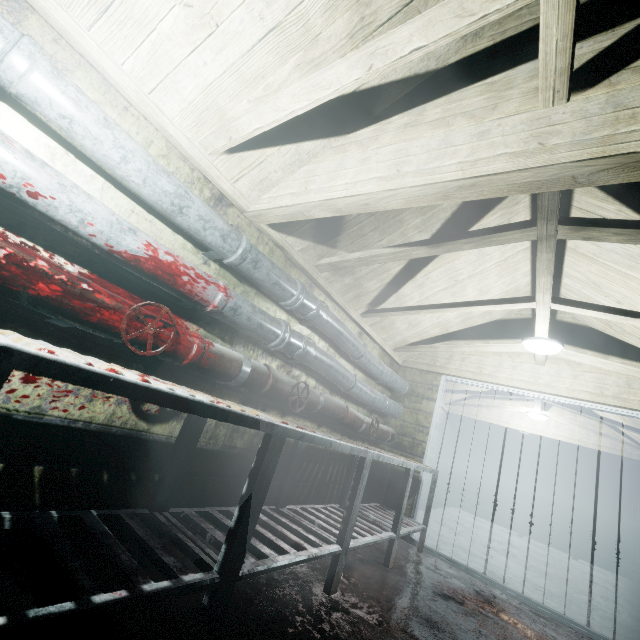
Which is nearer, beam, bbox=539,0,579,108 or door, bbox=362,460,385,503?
beam, bbox=539,0,579,108

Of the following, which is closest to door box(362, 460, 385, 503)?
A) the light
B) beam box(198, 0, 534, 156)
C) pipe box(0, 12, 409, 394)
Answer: pipe box(0, 12, 409, 394)

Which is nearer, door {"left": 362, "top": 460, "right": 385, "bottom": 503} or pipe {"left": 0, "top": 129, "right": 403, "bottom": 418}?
pipe {"left": 0, "top": 129, "right": 403, "bottom": 418}

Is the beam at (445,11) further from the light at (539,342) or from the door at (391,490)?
the door at (391,490)

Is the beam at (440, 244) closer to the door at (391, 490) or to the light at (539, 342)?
the light at (539, 342)

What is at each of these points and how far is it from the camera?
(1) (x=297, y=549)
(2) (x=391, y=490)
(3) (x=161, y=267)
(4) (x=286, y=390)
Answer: (1) table, 1.77m
(2) door, 3.95m
(3) pipe, 1.53m
(4) pipe, 2.34m

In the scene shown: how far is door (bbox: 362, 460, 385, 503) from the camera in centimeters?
402cm

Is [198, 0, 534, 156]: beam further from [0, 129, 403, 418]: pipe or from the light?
the light
